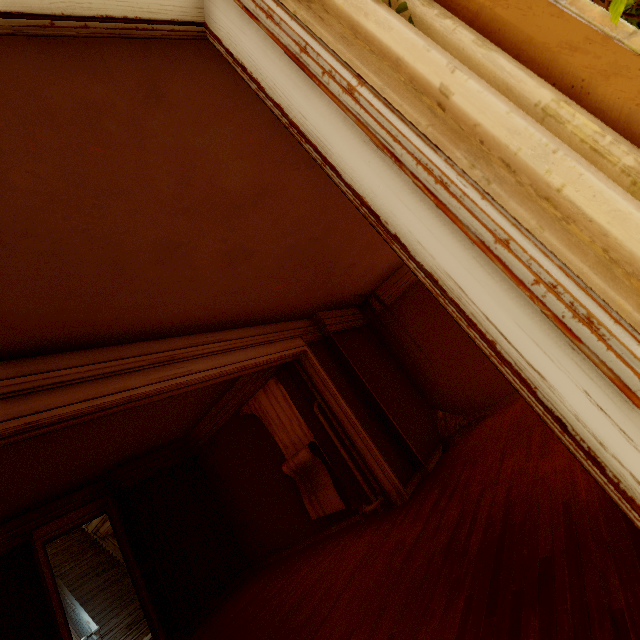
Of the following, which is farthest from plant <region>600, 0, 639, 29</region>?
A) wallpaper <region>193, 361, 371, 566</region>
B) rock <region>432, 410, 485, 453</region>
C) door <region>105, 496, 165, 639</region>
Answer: door <region>105, 496, 165, 639</region>

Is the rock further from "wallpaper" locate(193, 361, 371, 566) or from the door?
the door

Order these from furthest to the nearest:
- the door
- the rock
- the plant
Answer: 1. the rock
2. the door
3. the plant

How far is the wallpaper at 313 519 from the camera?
6.36m

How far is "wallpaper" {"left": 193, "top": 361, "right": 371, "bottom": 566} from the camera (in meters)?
6.36

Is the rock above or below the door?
below

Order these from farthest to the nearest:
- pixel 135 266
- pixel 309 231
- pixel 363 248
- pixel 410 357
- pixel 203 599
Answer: pixel 410 357 → pixel 203 599 → pixel 363 248 → pixel 309 231 → pixel 135 266

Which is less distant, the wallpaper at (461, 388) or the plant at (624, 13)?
the plant at (624, 13)
